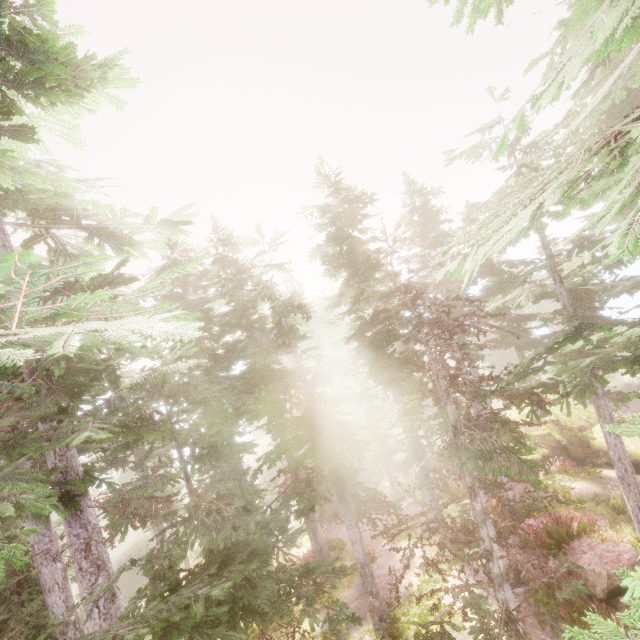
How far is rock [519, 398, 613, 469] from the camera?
18.7m

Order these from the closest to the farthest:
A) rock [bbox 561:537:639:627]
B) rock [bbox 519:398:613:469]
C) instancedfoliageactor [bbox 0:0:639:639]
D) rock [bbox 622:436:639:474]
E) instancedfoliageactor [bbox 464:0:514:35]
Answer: instancedfoliageactor [bbox 464:0:514:35] < instancedfoliageactor [bbox 0:0:639:639] < rock [bbox 561:537:639:627] < rock [bbox 622:436:639:474] < rock [bbox 519:398:613:469]

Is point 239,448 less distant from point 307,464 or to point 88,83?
point 88,83

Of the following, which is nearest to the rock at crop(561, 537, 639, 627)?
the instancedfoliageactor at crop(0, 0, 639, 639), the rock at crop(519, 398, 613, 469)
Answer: the instancedfoliageactor at crop(0, 0, 639, 639)

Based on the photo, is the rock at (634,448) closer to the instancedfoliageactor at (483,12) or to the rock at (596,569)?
the instancedfoliageactor at (483,12)

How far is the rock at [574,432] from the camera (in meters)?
18.74

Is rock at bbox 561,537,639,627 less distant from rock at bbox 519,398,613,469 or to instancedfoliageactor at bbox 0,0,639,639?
instancedfoliageactor at bbox 0,0,639,639
